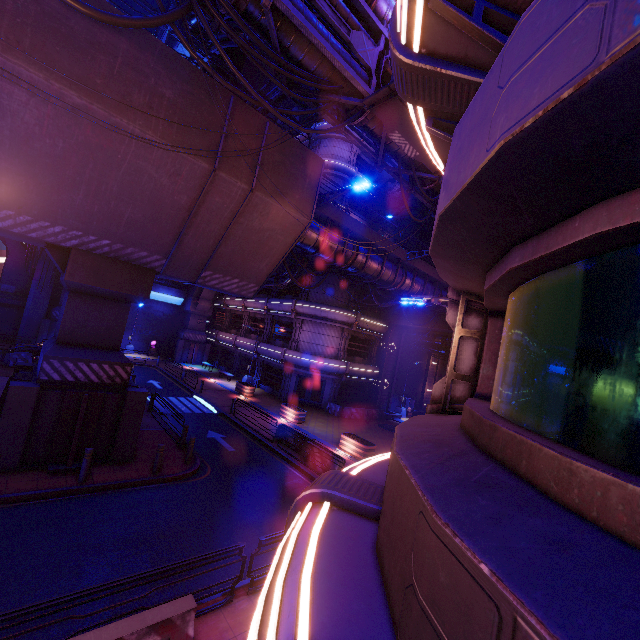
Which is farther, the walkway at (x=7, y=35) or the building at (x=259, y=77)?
the building at (x=259, y=77)

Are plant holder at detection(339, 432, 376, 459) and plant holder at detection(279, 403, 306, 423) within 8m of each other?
yes

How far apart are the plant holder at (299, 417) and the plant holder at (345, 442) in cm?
410

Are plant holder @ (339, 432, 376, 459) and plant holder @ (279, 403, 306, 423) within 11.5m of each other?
yes

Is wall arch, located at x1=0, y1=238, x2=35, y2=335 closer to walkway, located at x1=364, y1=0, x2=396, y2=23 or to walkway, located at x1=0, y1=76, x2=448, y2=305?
walkway, located at x1=0, y1=76, x2=448, y2=305

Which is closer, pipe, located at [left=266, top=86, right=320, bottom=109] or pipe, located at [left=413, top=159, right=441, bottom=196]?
pipe, located at [left=266, top=86, right=320, bottom=109]

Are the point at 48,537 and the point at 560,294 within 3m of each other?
no

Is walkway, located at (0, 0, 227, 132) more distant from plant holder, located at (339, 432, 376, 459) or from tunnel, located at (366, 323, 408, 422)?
plant holder, located at (339, 432, 376, 459)
